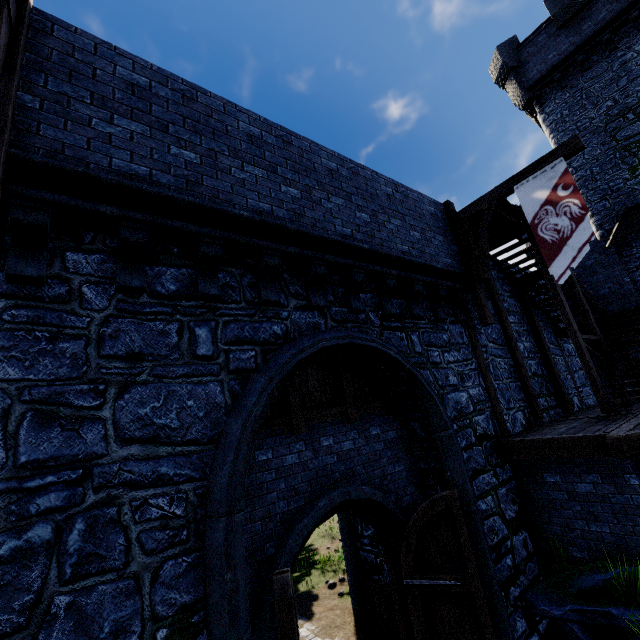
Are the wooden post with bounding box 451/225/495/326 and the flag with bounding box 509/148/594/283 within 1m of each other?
no

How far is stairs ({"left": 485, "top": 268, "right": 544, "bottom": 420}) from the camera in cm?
960

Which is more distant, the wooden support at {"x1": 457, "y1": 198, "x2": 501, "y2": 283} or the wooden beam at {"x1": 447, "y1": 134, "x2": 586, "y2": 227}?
the wooden support at {"x1": 457, "y1": 198, "x2": 501, "y2": 283}

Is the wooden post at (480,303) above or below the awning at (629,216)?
below

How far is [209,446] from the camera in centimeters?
411cm

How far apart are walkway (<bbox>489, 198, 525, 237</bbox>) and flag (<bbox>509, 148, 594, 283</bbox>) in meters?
0.5

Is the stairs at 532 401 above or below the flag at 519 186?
below

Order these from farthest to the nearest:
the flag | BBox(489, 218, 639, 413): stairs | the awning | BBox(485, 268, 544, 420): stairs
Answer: the awning
BBox(485, 268, 544, 420): stairs
BBox(489, 218, 639, 413): stairs
the flag
